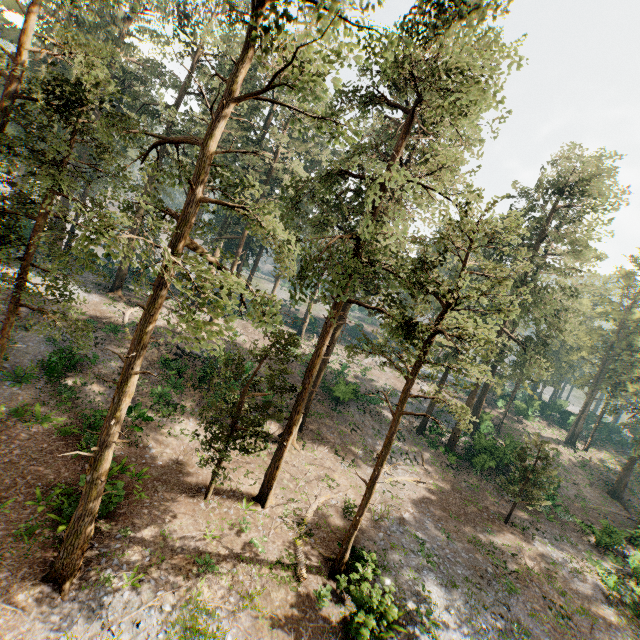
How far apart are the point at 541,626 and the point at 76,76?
63.54m
